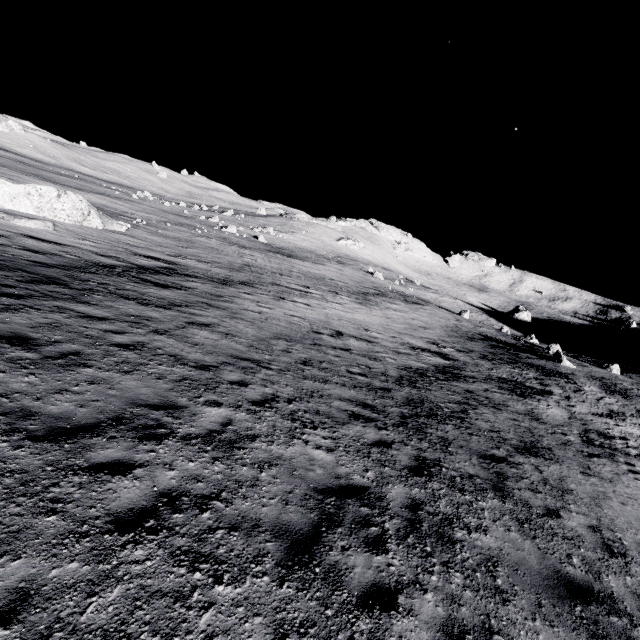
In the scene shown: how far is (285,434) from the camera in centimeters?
716cm
